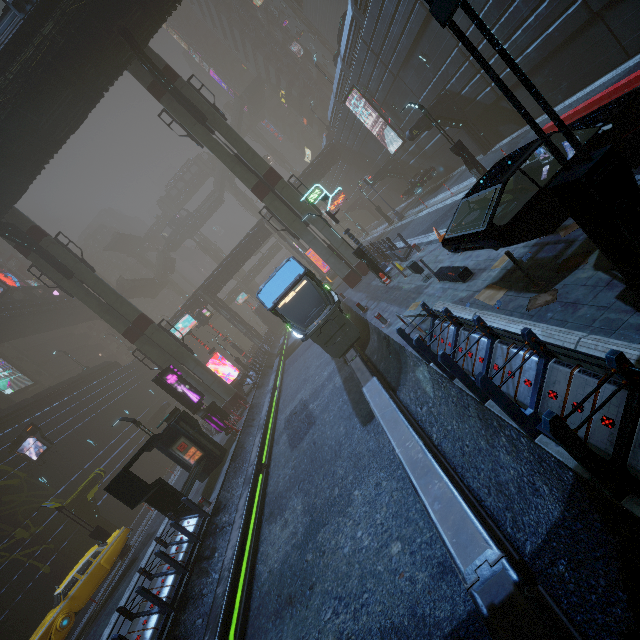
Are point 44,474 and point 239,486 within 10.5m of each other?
no

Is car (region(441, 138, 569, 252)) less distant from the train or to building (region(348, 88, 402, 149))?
building (region(348, 88, 402, 149))

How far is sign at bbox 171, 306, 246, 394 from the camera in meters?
30.0

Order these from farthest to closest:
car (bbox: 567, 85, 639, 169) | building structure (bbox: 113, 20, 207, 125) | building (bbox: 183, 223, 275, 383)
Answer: building (bbox: 183, 223, 275, 383) → building structure (bbox: 113, 20, 207, 125) → car (bbox: 567, 85, 639, 169)

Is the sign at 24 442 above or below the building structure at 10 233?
below

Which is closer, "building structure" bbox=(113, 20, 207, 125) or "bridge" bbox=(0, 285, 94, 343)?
"building structure" bbox=(113, 20, 207, 125)

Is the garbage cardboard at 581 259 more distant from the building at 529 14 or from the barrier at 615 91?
the barrier at 615 91

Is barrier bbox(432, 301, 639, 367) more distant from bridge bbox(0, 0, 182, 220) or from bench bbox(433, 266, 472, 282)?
bridge bbox(0, 0, 182, 220)
